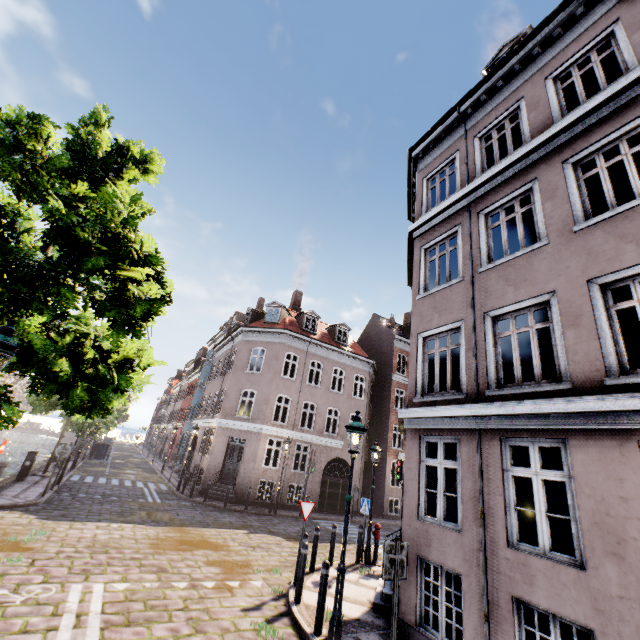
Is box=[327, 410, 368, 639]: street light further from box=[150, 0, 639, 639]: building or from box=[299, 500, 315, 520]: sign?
box=[299, 500, 315, 520]: sign

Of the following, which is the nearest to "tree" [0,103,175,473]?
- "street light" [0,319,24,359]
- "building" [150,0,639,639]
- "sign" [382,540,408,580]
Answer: "street light" [0,319,24,359]

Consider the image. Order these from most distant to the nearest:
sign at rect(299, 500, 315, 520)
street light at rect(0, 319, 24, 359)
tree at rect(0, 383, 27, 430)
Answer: sign at rect(299, 500, 315, 520) < tree at rect(0, 383, 27, 430) < street light at rect(0, 319, 24, 359)

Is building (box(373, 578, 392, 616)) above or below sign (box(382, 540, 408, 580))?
below

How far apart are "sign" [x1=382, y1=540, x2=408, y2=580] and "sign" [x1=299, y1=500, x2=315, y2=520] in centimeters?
420cm

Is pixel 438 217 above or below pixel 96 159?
above

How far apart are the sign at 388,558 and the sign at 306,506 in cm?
420

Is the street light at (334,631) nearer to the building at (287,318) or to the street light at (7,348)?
the building at (287,318)
